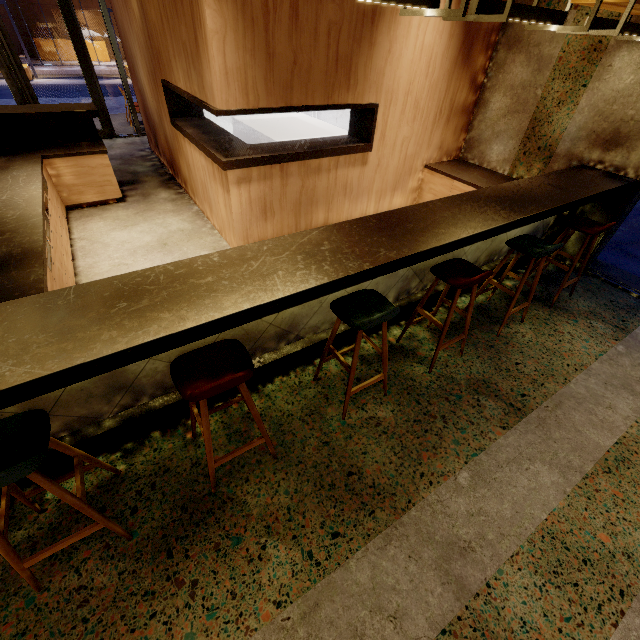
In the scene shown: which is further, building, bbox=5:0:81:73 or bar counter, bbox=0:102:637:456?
building, bbox=5:0:81:73

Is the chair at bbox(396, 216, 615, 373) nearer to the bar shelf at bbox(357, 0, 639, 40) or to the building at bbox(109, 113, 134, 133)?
the bar shelf at bbox(357, 0, 639, 40)

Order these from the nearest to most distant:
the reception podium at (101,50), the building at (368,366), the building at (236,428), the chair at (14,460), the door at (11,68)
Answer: the chair at (14,460) < the building at (236,428) < the building at (368,366) < the door at (11,68) < the reception podium at (101,50)

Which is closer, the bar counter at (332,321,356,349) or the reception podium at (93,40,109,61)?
the bar counter at (332,321,356,349)

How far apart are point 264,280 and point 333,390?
1.3m

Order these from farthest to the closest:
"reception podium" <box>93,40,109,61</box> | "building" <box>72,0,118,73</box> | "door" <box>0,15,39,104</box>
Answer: "reception podium" <box>93,40,109,61</box> → "building" <box>72,0,118,73</box> → "door" <box>0,15,39,104</box>

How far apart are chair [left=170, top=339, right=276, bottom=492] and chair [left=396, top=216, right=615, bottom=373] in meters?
2.6

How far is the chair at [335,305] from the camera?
2.03m
